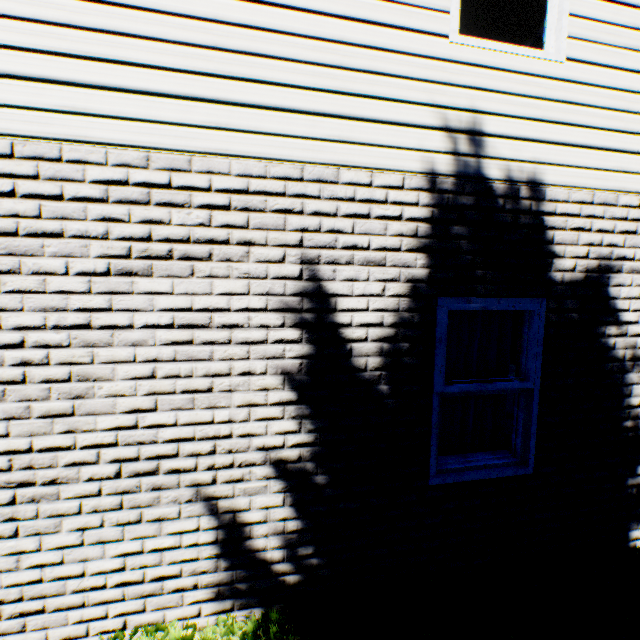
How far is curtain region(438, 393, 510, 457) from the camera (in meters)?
3.10

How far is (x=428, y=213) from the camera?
2.5 meters

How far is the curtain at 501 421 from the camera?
3.1m

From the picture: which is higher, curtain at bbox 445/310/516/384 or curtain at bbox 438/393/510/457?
curtain at bbox 445/310/516/384
